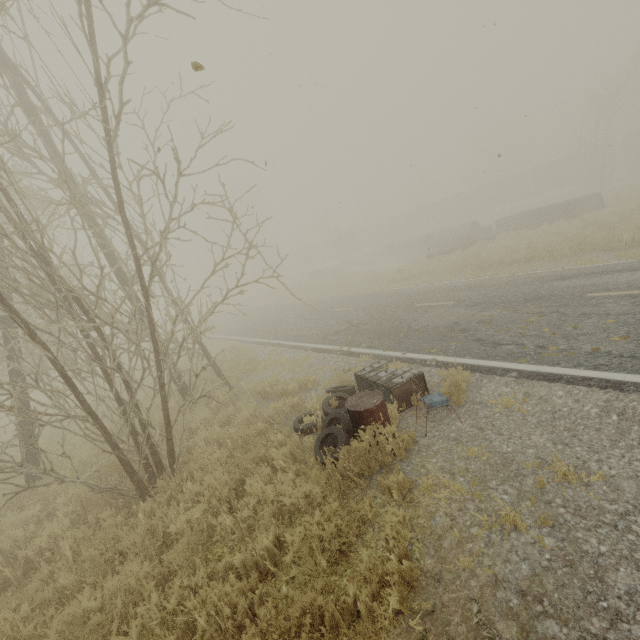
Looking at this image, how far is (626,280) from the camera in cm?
775

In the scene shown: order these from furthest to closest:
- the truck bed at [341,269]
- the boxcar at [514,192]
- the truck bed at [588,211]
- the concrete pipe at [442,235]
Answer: the boxcar at [514,192]
the truck bed at [341,269]
the concrete pipe at [442,235]
the truck bed at [588,211]

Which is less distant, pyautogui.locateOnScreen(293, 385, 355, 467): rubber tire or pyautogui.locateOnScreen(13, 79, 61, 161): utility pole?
pyautogui.locateOnScreen(293, 385, 355, 467): rubber tire

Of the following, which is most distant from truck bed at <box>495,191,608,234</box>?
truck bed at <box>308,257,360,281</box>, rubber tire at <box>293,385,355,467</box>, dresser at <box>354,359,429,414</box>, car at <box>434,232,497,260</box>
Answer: rubber tire at <box>293,385,355,467</box>

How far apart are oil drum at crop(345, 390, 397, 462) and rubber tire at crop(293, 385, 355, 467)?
0.02m

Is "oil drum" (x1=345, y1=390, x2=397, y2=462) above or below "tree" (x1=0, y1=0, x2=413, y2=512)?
below

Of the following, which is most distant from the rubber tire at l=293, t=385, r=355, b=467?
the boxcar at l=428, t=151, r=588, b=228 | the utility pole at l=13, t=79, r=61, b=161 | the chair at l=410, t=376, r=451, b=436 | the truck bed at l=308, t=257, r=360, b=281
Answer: the boxcar at l=428, t=151, r=588, b=228

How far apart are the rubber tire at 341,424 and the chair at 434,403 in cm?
59
